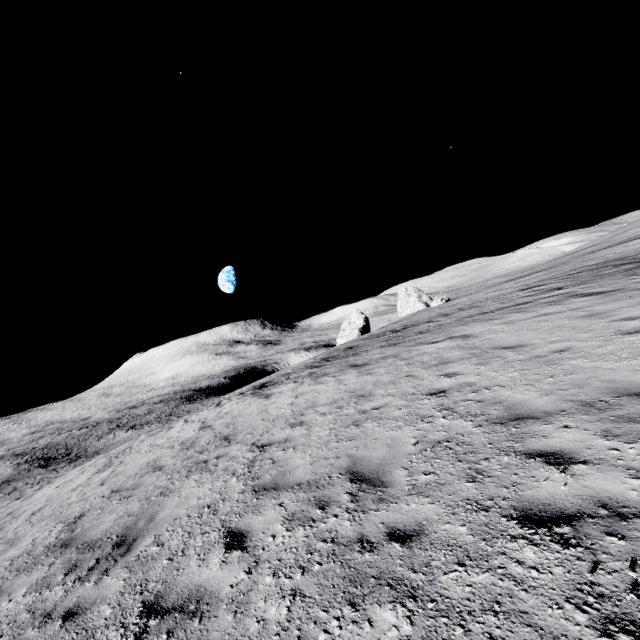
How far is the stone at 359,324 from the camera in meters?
55.7 m

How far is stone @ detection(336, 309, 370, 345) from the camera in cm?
5567

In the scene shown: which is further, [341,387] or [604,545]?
[341,387]
